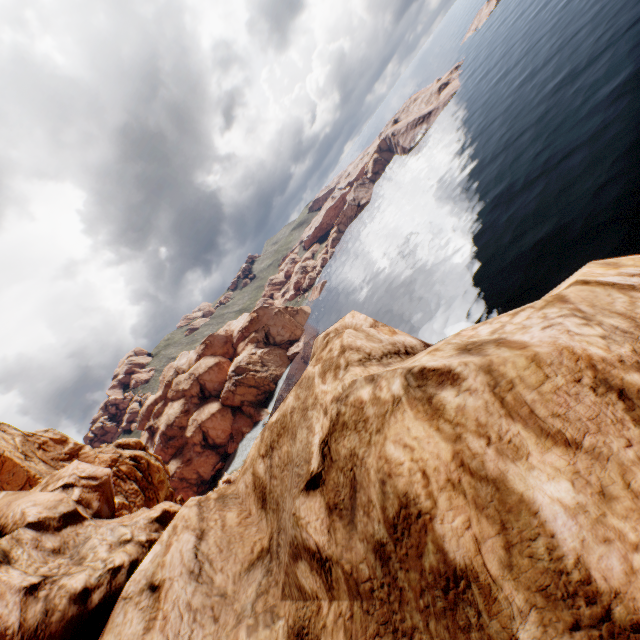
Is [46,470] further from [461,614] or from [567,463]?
[567,463]
